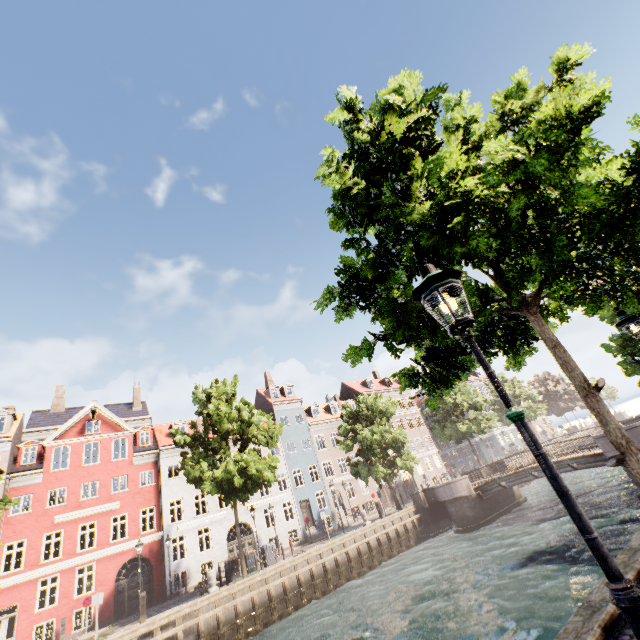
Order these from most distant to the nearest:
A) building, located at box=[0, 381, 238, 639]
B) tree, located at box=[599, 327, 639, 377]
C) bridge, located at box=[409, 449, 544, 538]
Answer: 1. bridge, located at box=[409, 449, 544, 538]
2. building, located at box=[0, 381, 238, 639]
3. tree, located at box=[599, 327, 639, 377]

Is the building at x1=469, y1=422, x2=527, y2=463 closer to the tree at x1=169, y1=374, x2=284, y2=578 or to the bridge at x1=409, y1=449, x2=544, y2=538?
the tree at x1=169, y1=374, x2=284, y2=578

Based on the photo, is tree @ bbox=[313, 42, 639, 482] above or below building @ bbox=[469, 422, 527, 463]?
above

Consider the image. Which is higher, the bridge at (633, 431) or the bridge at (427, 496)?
the bridge at (633, 431)

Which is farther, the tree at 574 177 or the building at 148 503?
the building at 148 503

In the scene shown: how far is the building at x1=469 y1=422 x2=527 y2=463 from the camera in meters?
54.2

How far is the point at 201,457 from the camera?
21.33m

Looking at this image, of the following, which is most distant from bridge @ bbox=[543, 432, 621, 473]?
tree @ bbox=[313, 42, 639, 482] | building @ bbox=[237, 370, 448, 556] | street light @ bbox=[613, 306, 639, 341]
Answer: street light @ bbox=[613, 306, 639, 341]
